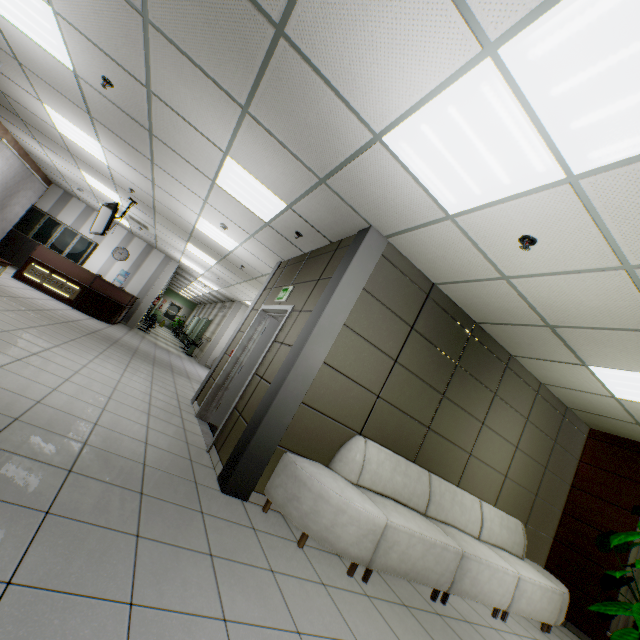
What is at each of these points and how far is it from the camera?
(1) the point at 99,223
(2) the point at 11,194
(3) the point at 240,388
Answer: (1) tv, 8.00m
(2) blinds, 9.84m
(3) door, 5.57m

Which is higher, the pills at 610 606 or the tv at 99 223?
the tv at 99 223

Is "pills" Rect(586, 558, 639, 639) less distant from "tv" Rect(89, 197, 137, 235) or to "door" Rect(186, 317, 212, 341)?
"tv" Rect(89, 197, 137, 235)

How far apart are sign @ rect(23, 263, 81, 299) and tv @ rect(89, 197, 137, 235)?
2.0m

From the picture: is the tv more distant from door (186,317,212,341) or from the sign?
door (186,317,212,341)

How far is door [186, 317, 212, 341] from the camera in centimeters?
1912cm

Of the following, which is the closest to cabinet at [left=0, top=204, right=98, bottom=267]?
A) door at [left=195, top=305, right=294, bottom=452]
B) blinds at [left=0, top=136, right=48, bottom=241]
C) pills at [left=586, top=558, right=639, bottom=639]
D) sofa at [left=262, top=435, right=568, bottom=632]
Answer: blinds at [left=0, top=136, right=48, bottom=241]

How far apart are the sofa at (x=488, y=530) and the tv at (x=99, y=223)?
7.0 meters
